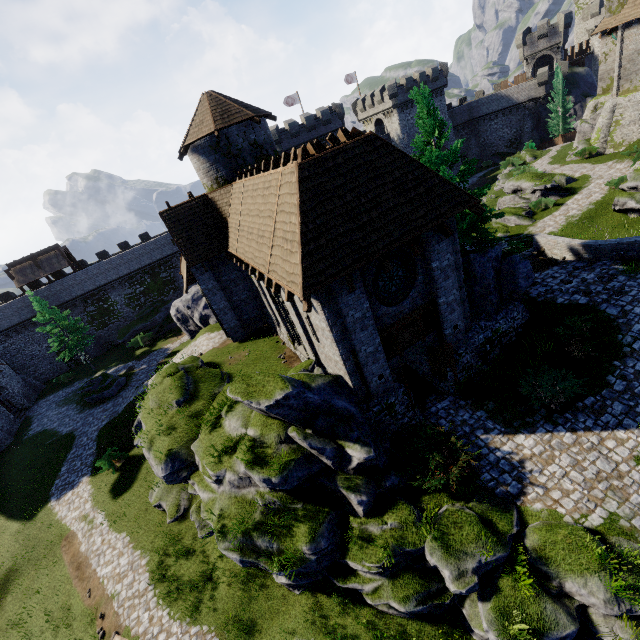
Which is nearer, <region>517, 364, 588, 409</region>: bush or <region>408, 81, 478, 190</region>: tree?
<region>517, 364, 588, 409</region>: bush

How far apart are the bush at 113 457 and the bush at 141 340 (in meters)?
18.06

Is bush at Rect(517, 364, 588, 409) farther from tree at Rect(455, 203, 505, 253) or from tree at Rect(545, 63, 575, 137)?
tree at Rect(545, 63, 575, 137)

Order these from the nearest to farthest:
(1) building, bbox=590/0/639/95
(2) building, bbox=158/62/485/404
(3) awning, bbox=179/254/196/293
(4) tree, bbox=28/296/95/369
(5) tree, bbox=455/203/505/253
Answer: (2) building, bbox=158/62/485/404 < (5) tree, bbox=455/203/505/253 < (3) awning, bbox=179/254/196/293 < (1) building, bbox=590/0/639/95 < (4) tree, bbox=28/296/95/369

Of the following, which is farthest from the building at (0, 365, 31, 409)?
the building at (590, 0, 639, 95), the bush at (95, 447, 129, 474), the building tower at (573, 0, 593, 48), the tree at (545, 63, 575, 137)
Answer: the building tower at (573, 0, 593, 48)

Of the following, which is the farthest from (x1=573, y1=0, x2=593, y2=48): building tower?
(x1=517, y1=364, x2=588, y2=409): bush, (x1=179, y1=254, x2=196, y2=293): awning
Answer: (x1=179, y1=254, x2=196, y2=293): awning

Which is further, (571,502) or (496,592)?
(571,502)

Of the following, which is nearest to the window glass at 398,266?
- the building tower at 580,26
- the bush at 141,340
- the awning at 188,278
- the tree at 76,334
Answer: the awning at 188,278
